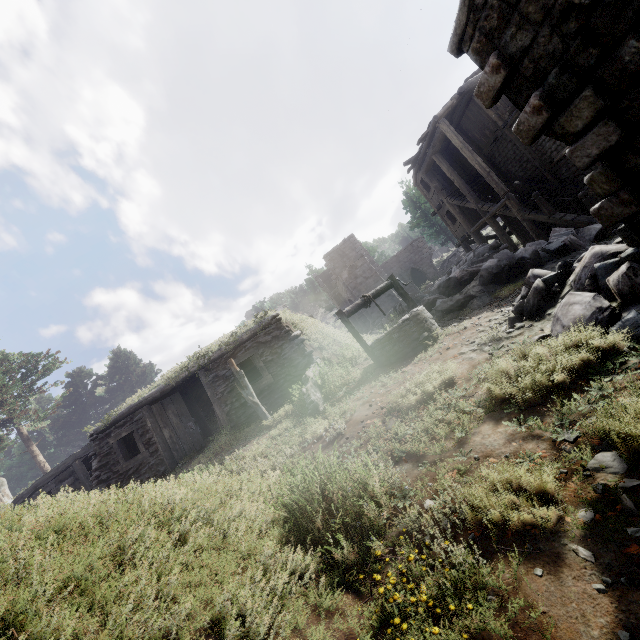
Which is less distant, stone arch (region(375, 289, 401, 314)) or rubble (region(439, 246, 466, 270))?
stone arch (region(375, 289, 401, 314))

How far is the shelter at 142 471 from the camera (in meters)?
10.83

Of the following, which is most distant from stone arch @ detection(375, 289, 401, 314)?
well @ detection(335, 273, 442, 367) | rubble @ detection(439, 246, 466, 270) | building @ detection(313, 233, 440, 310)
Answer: well @ detection(335, 273, 442, 367)

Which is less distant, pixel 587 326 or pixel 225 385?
pixel 587 326

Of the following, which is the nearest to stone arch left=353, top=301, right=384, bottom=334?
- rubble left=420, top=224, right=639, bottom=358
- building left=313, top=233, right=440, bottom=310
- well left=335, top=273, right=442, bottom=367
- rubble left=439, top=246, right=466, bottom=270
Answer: building left=313, top=233, right=440, bottom=310

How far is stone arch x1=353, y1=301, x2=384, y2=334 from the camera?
26.4 meters

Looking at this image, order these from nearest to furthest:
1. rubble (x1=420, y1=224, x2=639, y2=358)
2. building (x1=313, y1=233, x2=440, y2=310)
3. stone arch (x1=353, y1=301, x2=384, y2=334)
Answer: rubble (x1=420, y1=224, x2=639, y2=358) → stone arch (x1=353, y1=301, x2=384, y2=334) → building (x1=313, y1=233, x2=440, y2=310)

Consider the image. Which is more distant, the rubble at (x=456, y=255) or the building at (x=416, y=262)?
the building at (x=416, y=262)
